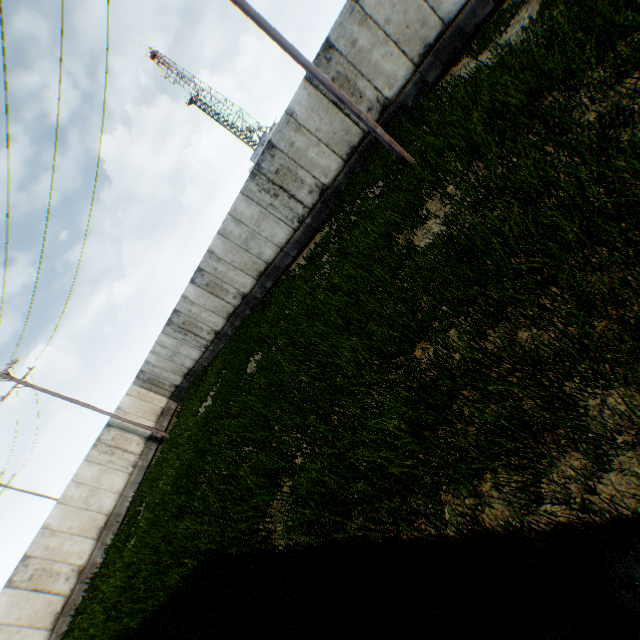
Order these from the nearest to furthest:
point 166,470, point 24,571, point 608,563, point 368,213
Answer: point 608,563, point 368,213, point 166,470, point 24,571
